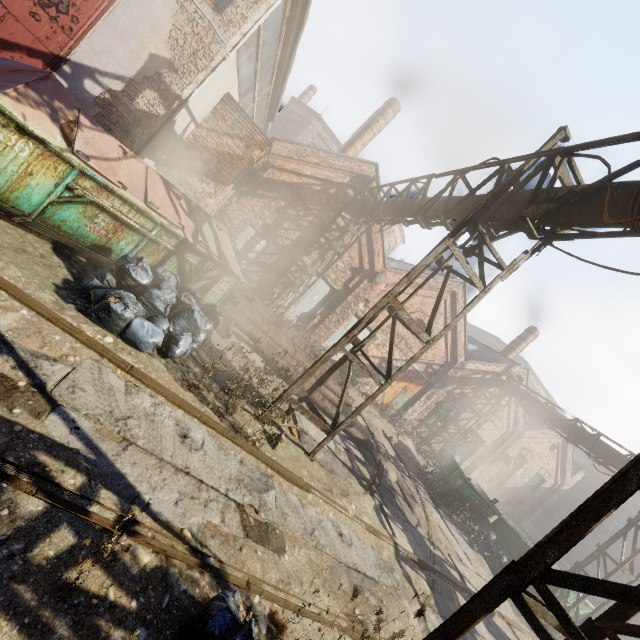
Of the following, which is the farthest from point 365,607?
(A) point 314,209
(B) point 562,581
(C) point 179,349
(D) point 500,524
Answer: (A) point 314,209

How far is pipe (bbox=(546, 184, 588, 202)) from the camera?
4.64m

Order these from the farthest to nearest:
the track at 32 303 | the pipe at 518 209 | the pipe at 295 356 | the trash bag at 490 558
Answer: the trash bag at 490 558 < the pipe at 295 356 < the pipe at 518 209 < the track at 32 303

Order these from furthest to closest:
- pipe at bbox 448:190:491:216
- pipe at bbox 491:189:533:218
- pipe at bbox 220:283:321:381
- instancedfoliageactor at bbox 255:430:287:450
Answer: pipe at bbox 220:283:321:381
pipe at bbox 448:190:491:216
pipe at bbox 491:189:533:218
instancedfoliageactor at bbox 255:430:287:450

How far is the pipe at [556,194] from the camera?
4.64m

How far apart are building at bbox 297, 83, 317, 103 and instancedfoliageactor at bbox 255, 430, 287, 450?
35.8 meters

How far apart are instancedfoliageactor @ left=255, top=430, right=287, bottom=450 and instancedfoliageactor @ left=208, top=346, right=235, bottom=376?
0.4m

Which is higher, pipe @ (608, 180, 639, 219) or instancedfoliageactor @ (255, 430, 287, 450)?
pipe @ (608, 180, 639, 219)
